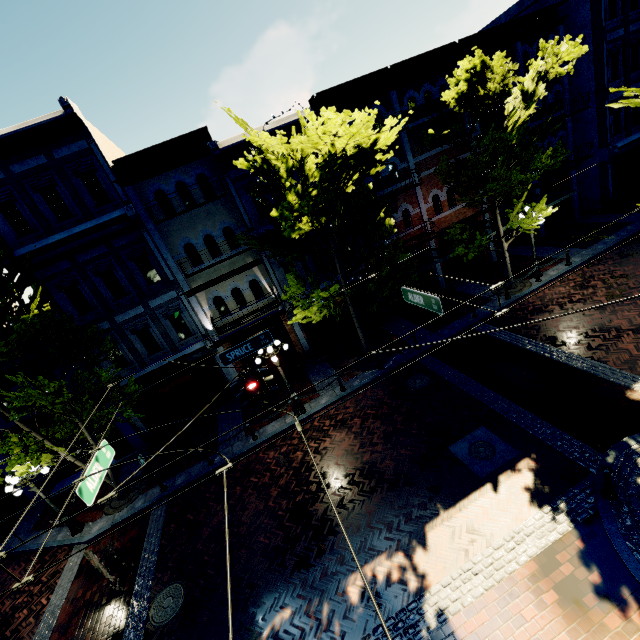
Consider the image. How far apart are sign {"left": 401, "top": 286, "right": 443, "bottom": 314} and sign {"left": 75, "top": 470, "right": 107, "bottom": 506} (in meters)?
8.47

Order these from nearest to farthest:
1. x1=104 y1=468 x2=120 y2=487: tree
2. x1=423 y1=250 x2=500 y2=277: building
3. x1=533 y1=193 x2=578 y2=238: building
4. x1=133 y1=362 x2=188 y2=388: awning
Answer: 1. x1=104 y1=468 x2=120 y2=487: tree
2. x1=133 y1=362 x2=188 y2=388: awning
3. x1=423 y1=250 x2=500 y2=277: building
4. x1=533 y1=193 x2=578 y2=238: building

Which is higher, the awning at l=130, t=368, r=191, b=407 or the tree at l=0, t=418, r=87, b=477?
the tree at l=0, t=418, r=87, b=477

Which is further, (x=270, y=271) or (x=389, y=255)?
(x=270, y=271)

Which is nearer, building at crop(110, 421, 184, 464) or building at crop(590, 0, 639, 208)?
building at crop(110, 421, 184, 464)

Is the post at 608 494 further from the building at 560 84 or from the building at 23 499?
the building at 23 499

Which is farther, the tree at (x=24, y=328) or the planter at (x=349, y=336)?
the planter at (x=349, y=336)

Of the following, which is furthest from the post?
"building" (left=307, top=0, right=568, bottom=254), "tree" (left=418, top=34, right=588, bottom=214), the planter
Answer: the planter
